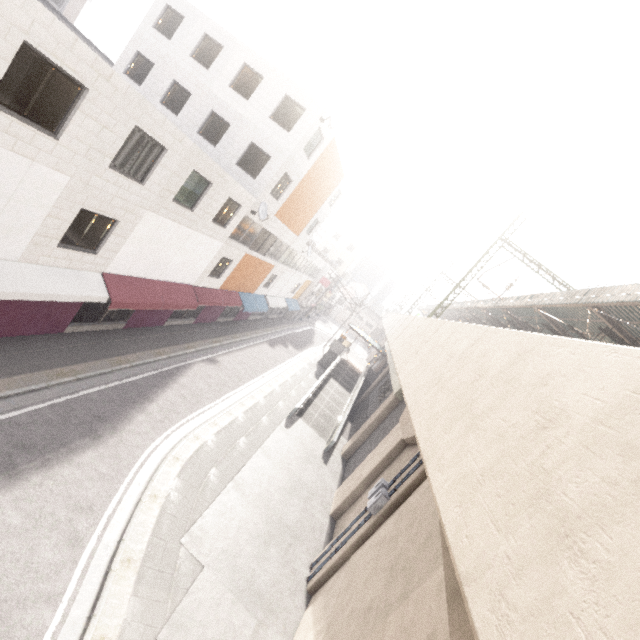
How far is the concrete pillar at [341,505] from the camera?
14.05m

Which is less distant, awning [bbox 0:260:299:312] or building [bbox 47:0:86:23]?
awning [bbox 0:260:299:312]

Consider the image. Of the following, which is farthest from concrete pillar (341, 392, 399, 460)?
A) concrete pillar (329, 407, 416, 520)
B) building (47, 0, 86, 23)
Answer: building (47, 0, 86, 23)

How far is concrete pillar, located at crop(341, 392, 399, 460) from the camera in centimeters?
1978cm

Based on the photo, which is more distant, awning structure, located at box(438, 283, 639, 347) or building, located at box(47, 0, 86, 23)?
building, located at box(47, 0, 86, 23)

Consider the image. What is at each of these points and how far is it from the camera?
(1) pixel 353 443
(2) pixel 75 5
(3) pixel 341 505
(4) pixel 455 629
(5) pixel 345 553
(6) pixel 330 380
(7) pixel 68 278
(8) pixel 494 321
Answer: (1) concrete pillar, 20.2 meters
(2) building, 26.0 meters
(3) concrete pillar, 14.6 meters
(4) concrete pillar, 4.0 meters
(5) concrete pillar, 10.3 meters
(6) ramp, 28.3 meters
(7) awning, 10.8 meters
(8) awning structure, 27.8 meters

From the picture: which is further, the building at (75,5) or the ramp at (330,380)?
the building at (75,5)

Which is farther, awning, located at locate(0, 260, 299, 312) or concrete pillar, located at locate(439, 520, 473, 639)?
awning, located at locate(0, 260, 299, 312)
